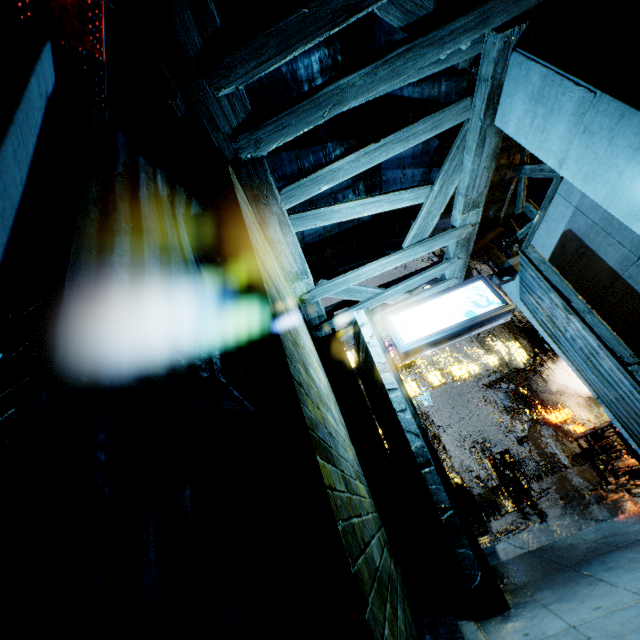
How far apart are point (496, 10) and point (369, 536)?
6.6m

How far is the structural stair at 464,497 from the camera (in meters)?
13.13

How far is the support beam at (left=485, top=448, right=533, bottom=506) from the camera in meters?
16.0

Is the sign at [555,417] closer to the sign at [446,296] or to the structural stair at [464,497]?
the structural stair at [464,497]

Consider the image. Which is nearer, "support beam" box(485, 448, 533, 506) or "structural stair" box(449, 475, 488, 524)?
"structural stair" box(449, 475, 488, 524)

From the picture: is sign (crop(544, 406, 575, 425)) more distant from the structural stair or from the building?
the structural stair

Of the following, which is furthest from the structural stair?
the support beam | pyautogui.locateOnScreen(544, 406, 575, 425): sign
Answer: pyautogui.locateOnScreen(544, 406, 575, 425): sign

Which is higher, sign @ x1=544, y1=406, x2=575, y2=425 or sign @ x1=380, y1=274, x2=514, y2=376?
sign @ x1=380, y1=274, x2=514, y2=376
